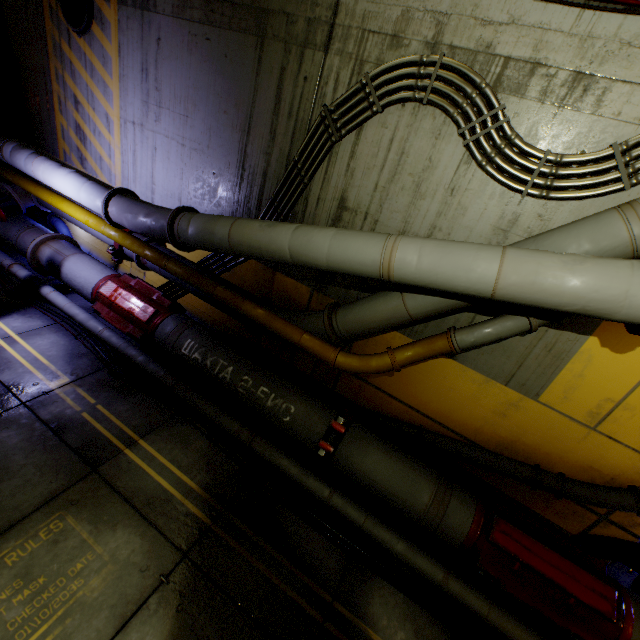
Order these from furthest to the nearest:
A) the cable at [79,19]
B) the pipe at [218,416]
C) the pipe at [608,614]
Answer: the cable at [79,19], the pipe at [218,416], the pipe at [608,614]

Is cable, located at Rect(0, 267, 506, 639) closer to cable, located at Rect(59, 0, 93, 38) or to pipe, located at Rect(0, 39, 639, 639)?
pipe, located at Rect(0, 39, 639, 639)

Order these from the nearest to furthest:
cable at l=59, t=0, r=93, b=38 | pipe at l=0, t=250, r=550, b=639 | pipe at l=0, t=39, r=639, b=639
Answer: pipe at l=0, t=39, r=639, b=639, pipe at l=0, t=250, r=550, b=639, cable at l=59, t=0, r=93, b=38

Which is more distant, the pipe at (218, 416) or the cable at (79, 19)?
the cable at (79, 19)

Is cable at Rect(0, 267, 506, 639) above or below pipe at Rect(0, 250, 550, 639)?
below

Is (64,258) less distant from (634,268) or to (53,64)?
(53,64)
